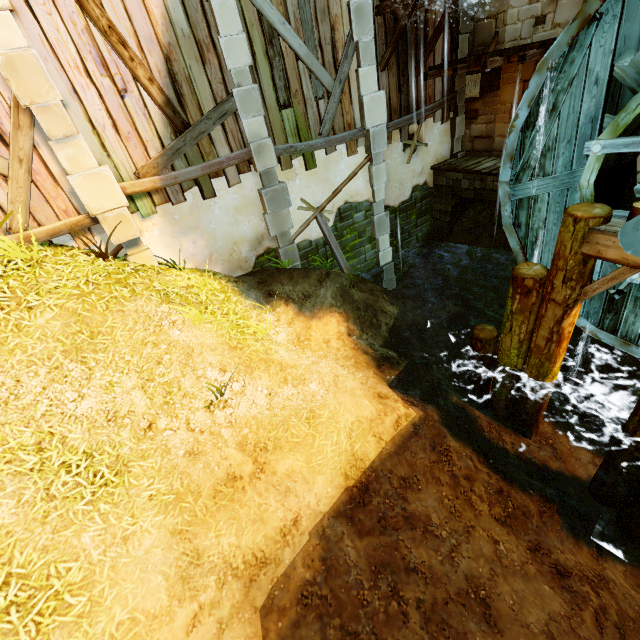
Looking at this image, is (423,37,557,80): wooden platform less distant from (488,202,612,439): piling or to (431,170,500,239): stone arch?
(431,170,500,239): stone arch

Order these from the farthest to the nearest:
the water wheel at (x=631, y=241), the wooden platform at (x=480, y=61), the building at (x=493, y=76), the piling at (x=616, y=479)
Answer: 1. the building at (x=493, y=76)
2. the wooden platform at (x=480, y=61)
3. the piling at (x=616, y=479)
4. the water wheel at (x=631, y=241)

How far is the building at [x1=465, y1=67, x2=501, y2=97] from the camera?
8.45m

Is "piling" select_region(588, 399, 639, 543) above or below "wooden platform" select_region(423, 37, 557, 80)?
below

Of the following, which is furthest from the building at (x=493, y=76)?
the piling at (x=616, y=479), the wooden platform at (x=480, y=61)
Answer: the piling at (x=616, y=479)

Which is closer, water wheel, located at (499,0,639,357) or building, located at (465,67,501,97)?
water wheel, located at (499,0,639,357)

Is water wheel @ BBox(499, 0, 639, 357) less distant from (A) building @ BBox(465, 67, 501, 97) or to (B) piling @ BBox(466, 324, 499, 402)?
(B) piling @ BBox(466, 324, 499, 402)

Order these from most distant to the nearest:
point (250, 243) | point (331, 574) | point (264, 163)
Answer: point (250, 243) → point (264, 163) → point (331, 574)
